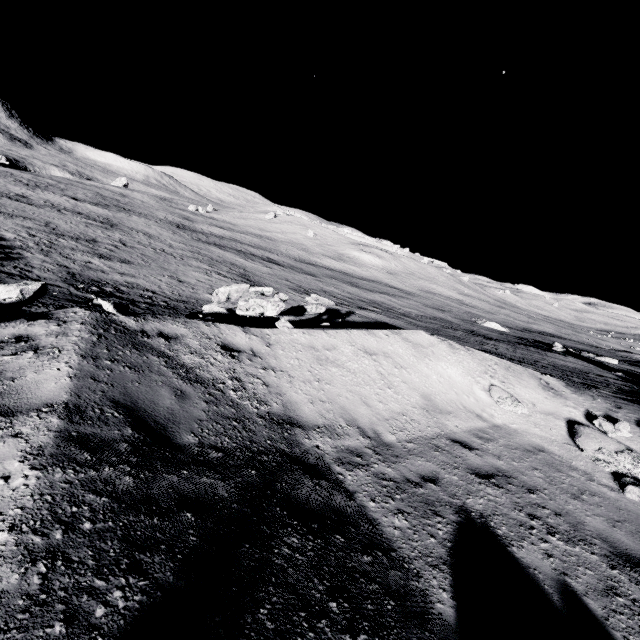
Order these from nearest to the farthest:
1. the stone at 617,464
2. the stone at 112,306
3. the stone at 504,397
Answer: the stone at 112,306 → the stone at 617,464 → the stone at 504,397

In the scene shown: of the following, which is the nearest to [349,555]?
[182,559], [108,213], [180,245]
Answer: [182,559]

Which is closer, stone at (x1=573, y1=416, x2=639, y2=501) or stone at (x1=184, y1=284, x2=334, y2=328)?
stone at (x1=573, y1=416, x2=639, y2=501)

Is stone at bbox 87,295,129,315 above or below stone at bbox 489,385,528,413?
above

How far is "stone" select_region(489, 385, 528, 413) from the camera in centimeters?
923cm

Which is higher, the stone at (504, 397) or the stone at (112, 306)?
the stone at (112, 306)

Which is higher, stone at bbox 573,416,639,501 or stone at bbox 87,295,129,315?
stone at bbox 87,295,129,315

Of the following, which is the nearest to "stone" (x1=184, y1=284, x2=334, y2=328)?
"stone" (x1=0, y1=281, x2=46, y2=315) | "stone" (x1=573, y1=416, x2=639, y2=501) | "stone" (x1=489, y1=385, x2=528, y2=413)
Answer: "stone" (x1=0, y1=281, x2=46, y2=315)
